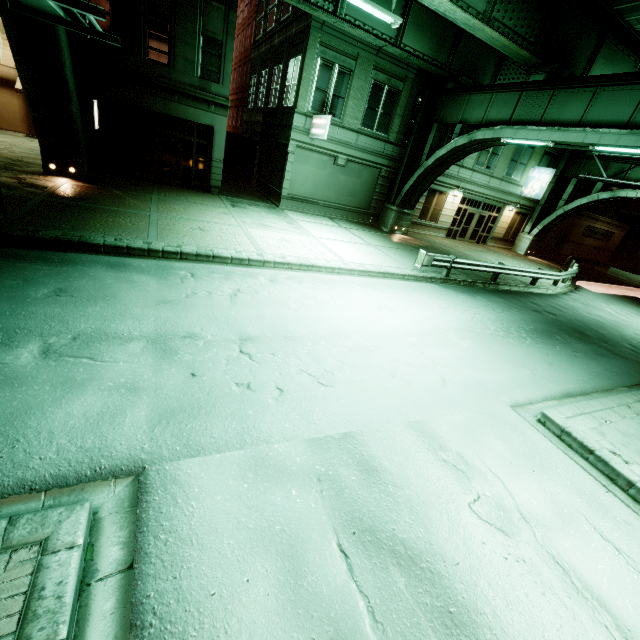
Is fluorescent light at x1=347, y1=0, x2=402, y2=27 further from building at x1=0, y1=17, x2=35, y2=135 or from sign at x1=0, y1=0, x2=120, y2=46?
building at x1=0, y1=17, x2=35, y2=135

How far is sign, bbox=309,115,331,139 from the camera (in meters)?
16.88

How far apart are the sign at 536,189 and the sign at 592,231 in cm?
1235

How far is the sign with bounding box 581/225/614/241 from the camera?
34.2m

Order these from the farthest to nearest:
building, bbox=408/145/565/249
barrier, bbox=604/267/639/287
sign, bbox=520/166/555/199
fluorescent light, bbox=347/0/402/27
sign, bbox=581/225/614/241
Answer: sign, bbox=581/225/614/241
barrier, bbox=604/267/639/287
sign, bbox=520/166/555/199
building, bbox=408/145/565/249
fluorescent light, bbox=347/0/402/27

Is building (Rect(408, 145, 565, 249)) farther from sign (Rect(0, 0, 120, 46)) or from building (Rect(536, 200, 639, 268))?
sign (Rect(0, 0, 120, 46))

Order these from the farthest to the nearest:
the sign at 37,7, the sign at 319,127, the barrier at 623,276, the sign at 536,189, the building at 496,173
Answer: the barrier at 623,276 → the sign at 536,189 → the building at 496,173 → the sign at 319,127 → the sign at 37,7

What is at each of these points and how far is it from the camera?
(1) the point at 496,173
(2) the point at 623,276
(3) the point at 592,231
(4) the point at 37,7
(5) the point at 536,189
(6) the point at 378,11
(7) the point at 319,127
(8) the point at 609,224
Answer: (1) building, 25.75m
(2) barrier, 30.67m
(3) sign, 34.62m
(4) sign, 6.77m
(5) sign, 26.50m
(6) fluorescent light, 10.53m
(7) sign, 17.61m
(8) building, 35.28m
